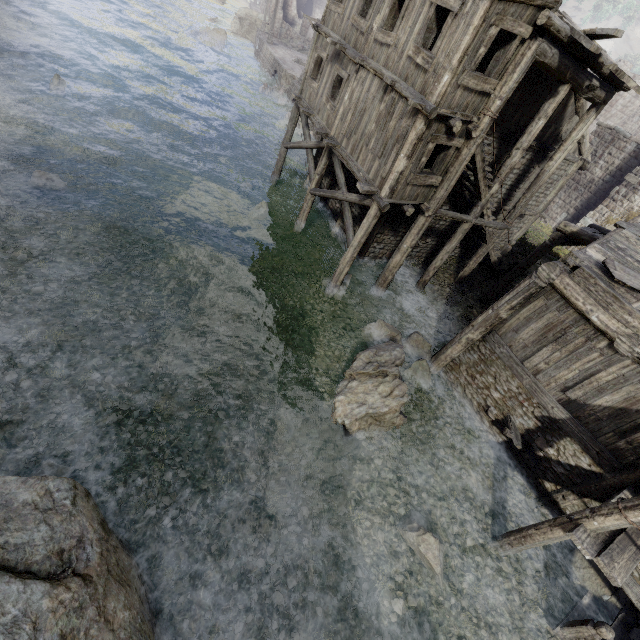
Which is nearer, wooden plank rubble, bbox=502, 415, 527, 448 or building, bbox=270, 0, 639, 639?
building, bbox=270, 0, 639, 639

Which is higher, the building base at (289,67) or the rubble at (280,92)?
the building base at (289,67)

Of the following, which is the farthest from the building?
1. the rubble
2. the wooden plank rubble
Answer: the rubble

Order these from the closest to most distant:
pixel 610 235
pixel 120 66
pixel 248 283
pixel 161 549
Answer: pixel 161 549 → pixel 610 235 → pixel 248 283 → pixel 120 66

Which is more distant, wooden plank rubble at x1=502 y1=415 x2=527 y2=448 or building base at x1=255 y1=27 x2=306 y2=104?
building base at x1=255 y1=27 x2=306 y2=104

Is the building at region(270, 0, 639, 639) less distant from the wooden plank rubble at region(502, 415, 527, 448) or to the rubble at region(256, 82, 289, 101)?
the wooden plank rubble at region(502, 415, 527, 448)

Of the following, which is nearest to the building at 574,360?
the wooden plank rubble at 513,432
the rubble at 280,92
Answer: the wooden plank rubble at 513,432

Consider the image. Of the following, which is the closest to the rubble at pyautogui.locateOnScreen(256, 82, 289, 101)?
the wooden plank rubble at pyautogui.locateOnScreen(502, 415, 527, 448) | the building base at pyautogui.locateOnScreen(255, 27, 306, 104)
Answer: the building base at pyautogui.locateOnScreen(255, 27, 306, 104)
